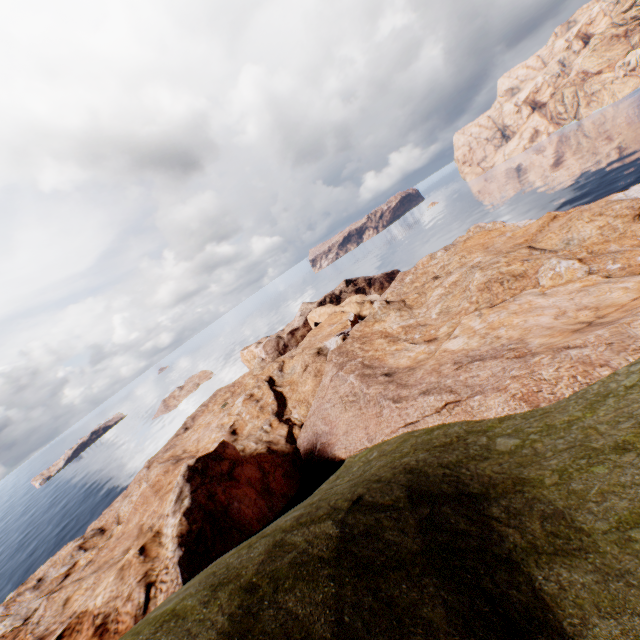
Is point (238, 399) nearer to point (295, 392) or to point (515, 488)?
point (295, 392)
